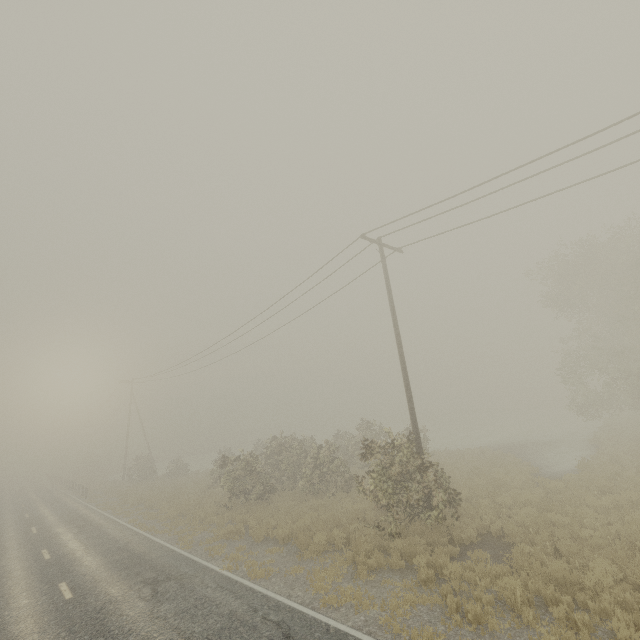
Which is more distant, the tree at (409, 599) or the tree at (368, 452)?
the tree at (368, 452)

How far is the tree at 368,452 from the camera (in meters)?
11.41

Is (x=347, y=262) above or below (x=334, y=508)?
above

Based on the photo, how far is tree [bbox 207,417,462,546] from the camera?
11.41m

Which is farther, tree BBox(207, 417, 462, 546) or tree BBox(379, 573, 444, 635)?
tree BBox(207, 417, 462, 546)

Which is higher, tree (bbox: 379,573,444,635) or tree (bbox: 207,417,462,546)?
tree (bbox: 207,417,462,546)
